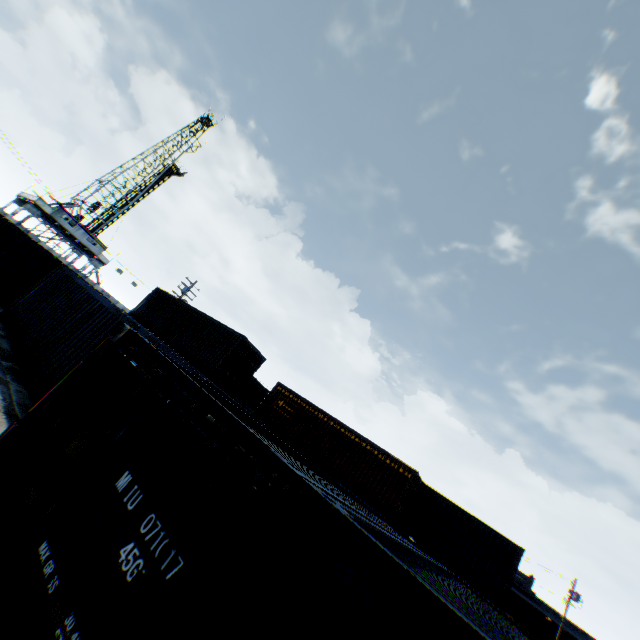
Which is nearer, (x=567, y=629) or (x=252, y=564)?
(x=252, y=564)

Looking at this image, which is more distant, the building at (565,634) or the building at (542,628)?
the building at (542,628)

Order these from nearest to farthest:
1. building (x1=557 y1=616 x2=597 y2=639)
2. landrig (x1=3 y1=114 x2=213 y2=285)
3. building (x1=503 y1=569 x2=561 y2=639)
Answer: building (x1=557 y1=616 x2=597 y2=639) < landrig (x1=3 y1=114 x2=213 y2=285) < building (x1=503 y1=569 x2=561 y2=639)

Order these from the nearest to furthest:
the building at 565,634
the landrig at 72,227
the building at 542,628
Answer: →
1. the building at 565,634
2. the landrig at 72,227
3. the building at 542,628

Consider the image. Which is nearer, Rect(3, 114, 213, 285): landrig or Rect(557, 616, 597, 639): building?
Rect(557, 616, 597, 639): building

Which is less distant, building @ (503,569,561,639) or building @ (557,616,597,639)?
building @ (557,616,597,639)
